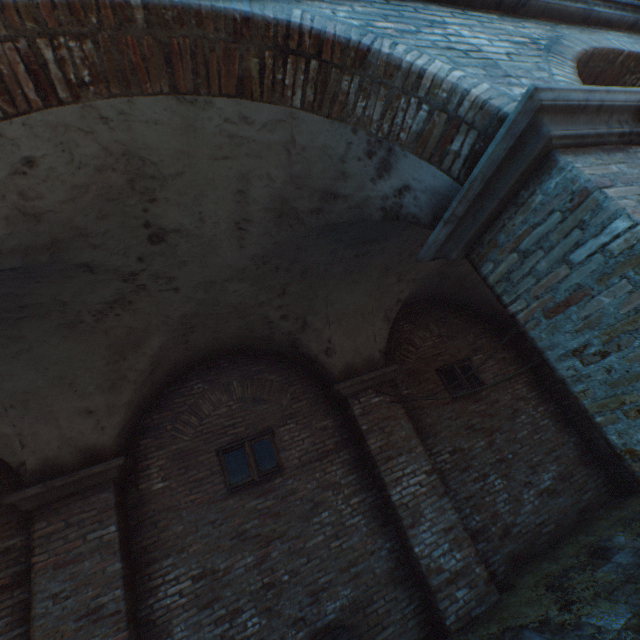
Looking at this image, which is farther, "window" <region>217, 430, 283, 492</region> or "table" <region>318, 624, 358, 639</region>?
"window" <region>217, 430, 283, 492</region>

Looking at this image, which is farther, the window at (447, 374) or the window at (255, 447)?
the window at (447, 374)

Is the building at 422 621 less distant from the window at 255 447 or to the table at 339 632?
the table at 339 632

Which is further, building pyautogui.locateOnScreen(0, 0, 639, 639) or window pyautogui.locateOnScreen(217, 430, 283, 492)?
window pyautogui.locateOnScreen(217, 430, 283, 492)

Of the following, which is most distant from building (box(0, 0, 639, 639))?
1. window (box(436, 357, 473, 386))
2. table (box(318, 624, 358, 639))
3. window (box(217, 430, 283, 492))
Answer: window (box(436, 357, 473, 386))

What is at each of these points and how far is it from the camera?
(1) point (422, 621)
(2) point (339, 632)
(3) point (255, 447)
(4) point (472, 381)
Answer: (1) building, 5.1 meters
(2) table, 4.4 meters
(3) window, 5.9 meters
(4) window, 7.5 meters

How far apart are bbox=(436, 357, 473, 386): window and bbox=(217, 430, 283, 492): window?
4.0 meters
